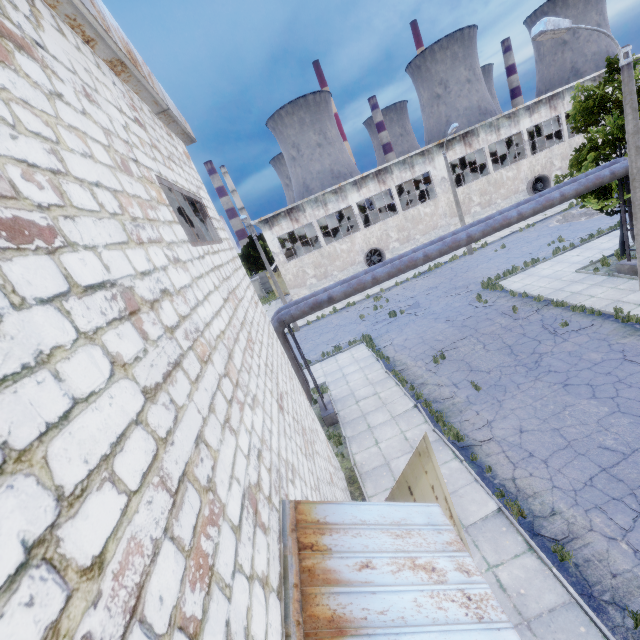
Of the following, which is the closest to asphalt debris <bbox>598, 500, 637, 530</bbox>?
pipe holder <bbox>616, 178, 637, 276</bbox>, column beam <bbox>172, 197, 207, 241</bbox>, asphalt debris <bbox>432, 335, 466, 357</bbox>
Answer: asphalt debris <bbox>432, 335, 466, 357</bbox>

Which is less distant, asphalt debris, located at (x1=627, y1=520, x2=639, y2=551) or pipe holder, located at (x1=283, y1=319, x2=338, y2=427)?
asphalt debris, located at (x1=627, y1=520, x2=639, y2=551)

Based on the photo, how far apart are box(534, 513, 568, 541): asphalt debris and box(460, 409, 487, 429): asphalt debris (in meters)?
1.95

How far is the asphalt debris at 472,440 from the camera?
9.88m

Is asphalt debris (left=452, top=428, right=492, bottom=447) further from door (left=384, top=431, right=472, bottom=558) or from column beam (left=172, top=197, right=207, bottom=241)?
column beam (left=172, top=197, right=207, bottom=241)

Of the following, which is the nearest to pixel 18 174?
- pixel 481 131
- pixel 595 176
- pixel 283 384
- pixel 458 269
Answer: pixel 283 384

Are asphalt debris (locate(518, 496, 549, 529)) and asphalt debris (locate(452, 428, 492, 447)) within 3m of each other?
yes

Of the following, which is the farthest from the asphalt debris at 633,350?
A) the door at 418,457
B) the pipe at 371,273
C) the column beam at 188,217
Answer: the column beam at 188,217
